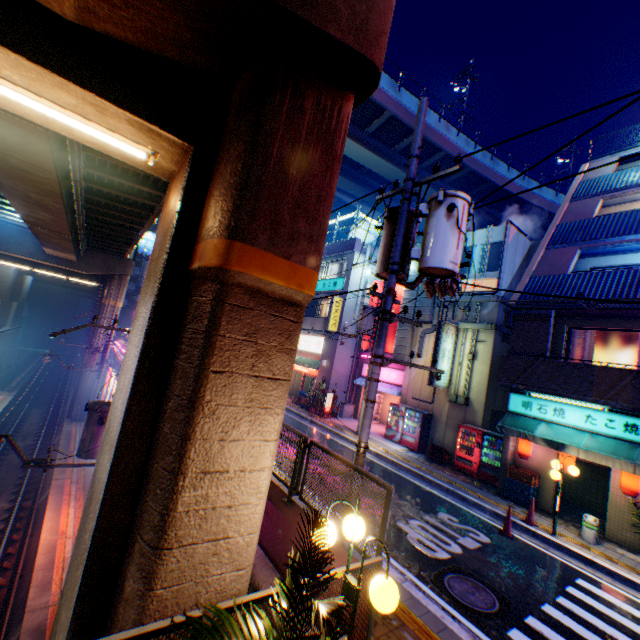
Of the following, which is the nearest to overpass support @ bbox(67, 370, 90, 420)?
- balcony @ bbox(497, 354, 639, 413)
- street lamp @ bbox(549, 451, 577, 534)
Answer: street lamp @ bbox(549, 451, 577, 534)

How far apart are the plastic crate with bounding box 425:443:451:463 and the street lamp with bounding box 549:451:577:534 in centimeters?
539cm

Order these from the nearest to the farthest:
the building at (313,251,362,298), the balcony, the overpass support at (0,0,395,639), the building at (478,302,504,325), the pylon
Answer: the overpass support at (0,0,395,639) < the balcony < the pylon < the building at (478,302,504,325) < the building at (313,251,362,298)

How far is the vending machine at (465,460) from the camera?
13.8 meters

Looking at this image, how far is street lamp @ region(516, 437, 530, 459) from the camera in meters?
12.2

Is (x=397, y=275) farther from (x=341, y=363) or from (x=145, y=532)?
(x=341, y=363)

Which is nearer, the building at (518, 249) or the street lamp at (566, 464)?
the street lamp at (566, 464)

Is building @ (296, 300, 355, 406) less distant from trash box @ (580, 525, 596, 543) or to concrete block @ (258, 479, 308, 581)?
concrete block @ (258, 479, 308, 581)
